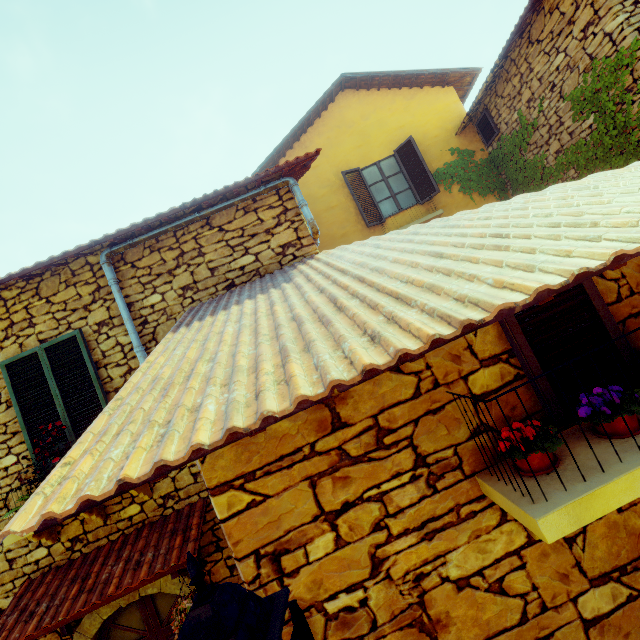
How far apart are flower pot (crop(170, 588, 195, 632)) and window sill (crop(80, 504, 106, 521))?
1.1 meters

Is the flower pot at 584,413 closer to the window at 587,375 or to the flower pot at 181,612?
the window at 587,375

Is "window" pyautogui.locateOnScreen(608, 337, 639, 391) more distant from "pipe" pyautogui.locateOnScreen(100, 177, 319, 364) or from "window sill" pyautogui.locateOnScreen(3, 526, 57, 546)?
"pipe" pyautogui.locateOnScreen(100, 177, 319, 364)

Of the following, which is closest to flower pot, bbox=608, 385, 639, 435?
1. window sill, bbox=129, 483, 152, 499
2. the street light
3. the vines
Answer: the street light

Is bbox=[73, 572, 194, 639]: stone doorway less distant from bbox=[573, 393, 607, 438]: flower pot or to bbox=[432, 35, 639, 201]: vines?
bbox=[573, 393, 607, 438]: flower pot

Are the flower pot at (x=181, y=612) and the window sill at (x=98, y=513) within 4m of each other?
yes

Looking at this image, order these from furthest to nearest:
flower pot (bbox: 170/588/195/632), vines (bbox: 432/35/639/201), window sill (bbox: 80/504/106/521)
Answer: vines (bbox: 432/35/639/201) < window sill (bbox: 80/504/106/521) < flower pot (bbox: 170/588/195/632)

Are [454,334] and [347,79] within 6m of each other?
no
